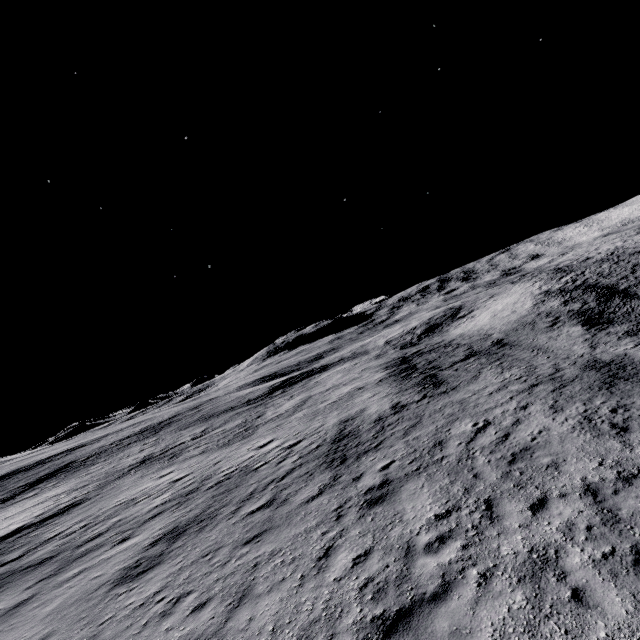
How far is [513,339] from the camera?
24.6m
